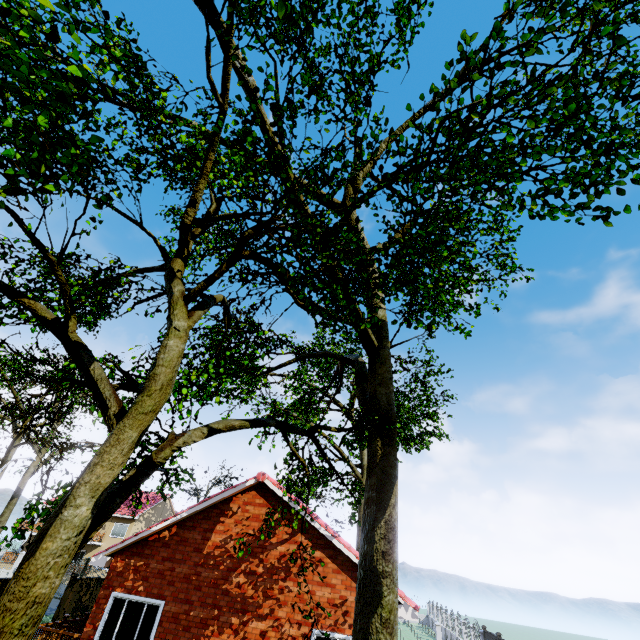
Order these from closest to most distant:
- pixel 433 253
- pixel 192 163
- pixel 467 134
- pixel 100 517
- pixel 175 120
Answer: pixel 100 517 < pixel 467 134 < pixel 433 253 < pixel 192 163 < pixel 175 120

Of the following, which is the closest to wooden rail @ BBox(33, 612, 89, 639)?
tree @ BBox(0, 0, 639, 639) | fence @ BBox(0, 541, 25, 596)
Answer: fence @ BBox(0, 541, 25, 596)

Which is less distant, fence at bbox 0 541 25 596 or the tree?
the tree

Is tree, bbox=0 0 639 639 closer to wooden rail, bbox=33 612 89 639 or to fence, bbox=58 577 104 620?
fence, bbox=58 577 104 620

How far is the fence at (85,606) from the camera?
16.6 meters

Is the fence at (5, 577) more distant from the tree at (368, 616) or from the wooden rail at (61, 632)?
the wooden rail at (61, 632)
